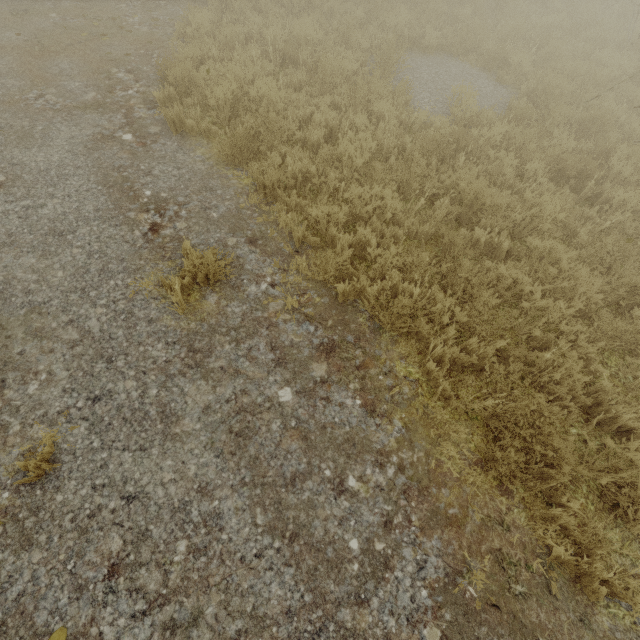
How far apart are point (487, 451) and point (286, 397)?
2.0 meters
